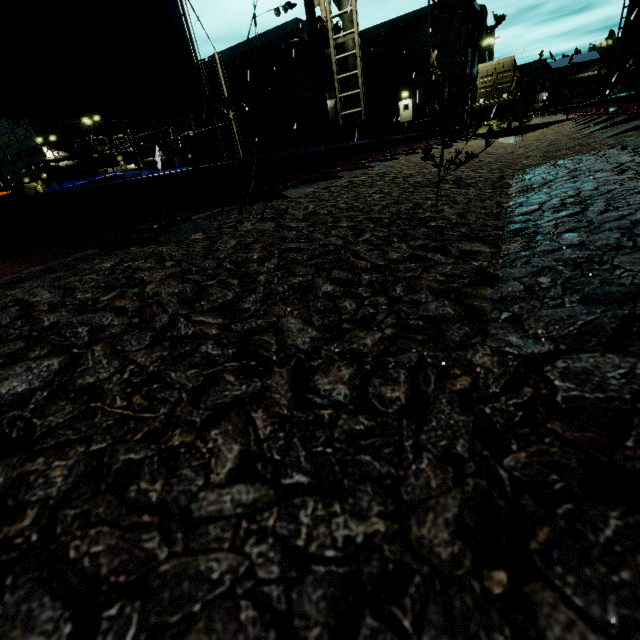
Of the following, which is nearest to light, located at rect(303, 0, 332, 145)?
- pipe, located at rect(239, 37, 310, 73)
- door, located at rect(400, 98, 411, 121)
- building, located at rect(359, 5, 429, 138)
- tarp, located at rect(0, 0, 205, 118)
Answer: tarp, located at rect(0, 0, 205, 118)

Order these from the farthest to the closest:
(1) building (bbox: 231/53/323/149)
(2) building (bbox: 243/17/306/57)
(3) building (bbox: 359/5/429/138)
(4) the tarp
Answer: (3) building (bbox: 359/5/429/138) < (1) building (bbox: 231/53/323/149) < (2) building (bbox: 243/17/306/57) < (4) the tarp

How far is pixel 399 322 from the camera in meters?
0.6

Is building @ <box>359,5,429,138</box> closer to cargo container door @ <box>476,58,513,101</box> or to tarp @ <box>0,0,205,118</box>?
tarp @ <box>0,0,205,118</box>

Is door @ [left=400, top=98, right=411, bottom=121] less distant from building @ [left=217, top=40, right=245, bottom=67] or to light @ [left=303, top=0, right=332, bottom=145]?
building @ [left=217, top=40, right=245, bottom=67]

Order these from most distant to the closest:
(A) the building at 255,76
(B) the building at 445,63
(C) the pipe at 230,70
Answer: (B) the building at 445,63, (C) the pipe at 230,70, (A) the building at 255,76

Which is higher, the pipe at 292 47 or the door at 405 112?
the pipe at 292 47

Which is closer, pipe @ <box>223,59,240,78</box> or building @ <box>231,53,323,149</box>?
building @ <box>231,53,323,149</box>
